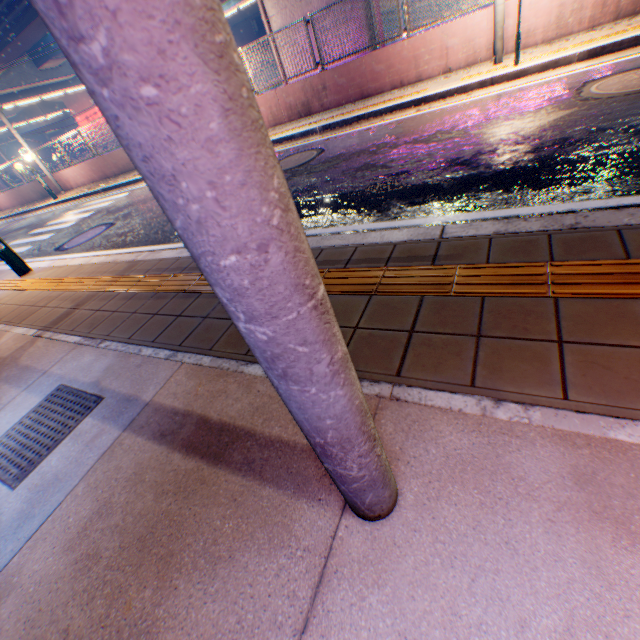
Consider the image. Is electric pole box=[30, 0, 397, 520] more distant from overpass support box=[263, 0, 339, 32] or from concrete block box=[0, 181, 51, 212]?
overpass support box=[263, 0, 339, 32]

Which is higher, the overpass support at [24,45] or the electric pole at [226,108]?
the overpass support at [24,45]

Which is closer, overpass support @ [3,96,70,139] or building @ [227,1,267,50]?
overpass support @ [3,96,70,139]

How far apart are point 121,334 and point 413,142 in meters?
5.3

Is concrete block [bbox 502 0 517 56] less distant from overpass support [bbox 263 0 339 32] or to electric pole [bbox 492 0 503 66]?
electric pole [bbox 492 0 503 66]

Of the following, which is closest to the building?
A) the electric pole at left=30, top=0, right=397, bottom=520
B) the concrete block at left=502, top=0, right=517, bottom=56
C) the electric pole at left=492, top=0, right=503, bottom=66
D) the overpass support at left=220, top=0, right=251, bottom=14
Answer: the overpass support at left=220, top=0, right=251, bottom=14

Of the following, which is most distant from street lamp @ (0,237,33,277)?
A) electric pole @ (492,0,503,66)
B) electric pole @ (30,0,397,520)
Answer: electric pole @ (492,0,503,66)

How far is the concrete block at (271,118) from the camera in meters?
7.7
